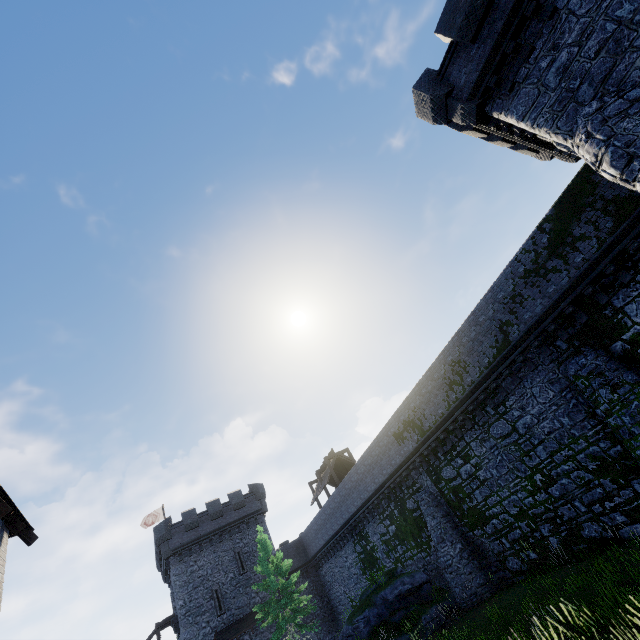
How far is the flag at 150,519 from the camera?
38.2m

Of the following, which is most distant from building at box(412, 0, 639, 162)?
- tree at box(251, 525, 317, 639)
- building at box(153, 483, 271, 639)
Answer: building at box(153, 483, 271, 639)

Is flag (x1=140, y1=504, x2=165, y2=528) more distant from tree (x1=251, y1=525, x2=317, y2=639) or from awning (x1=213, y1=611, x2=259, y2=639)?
tree (x1=251, y1=525, x2=317, y2=639)

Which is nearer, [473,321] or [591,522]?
[591,522]

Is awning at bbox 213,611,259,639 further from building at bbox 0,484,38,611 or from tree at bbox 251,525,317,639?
building at bbox 0,484,38,611

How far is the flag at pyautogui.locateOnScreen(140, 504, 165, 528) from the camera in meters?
38.2 m

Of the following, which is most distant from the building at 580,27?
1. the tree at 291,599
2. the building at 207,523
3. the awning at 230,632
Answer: the awning at 230,632

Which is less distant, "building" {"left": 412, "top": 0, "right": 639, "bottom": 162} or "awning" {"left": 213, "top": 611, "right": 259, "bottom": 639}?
"building" {"left": 412, "top": 0, "right": 639, "bottom": 162}
